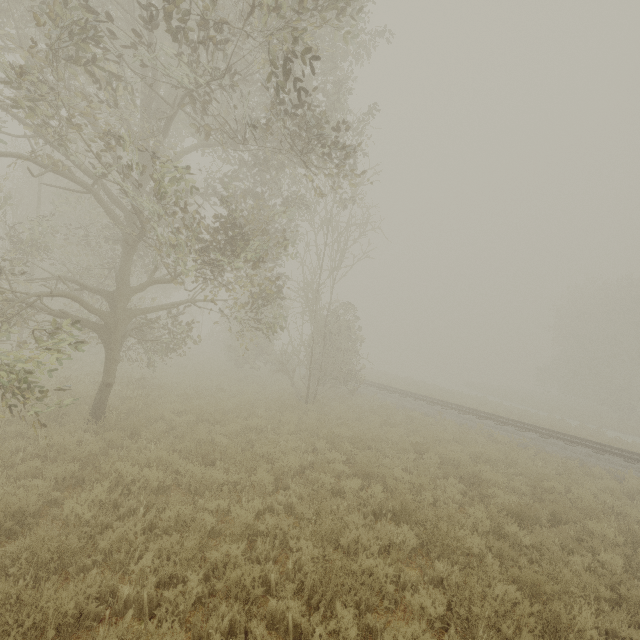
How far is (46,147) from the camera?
12.9 meters
